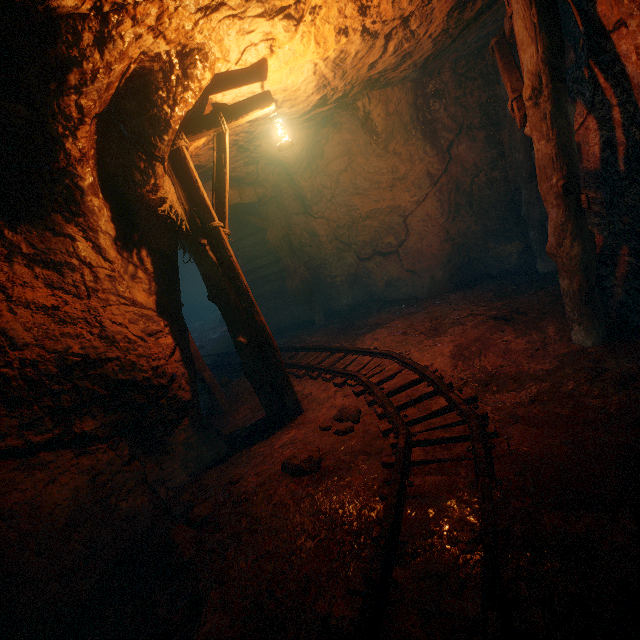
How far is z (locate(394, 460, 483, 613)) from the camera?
2.0 meters

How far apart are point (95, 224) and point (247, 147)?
4.3m

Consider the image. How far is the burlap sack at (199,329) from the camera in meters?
10.9

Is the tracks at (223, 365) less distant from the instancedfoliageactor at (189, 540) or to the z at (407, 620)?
the z at (407, 620)

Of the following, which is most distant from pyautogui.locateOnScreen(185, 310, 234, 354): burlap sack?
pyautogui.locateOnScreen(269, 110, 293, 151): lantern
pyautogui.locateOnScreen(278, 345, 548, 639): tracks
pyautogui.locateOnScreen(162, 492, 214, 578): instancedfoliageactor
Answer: pyautogui.locateOnScreen(269, 110, 293, 151): lantern

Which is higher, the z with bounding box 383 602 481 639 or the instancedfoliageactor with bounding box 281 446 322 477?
the instancedfoliageactor with bounding box 281 446 322 477

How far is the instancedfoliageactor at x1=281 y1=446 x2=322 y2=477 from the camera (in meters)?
3.42

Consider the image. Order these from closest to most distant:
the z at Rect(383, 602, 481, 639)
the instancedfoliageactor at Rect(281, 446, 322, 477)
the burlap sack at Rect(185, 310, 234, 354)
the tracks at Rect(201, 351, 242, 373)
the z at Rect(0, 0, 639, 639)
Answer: the z at Rect(383, 602, 481, 639) < the z at Rect(0, 0, 639, 639) < the instancedfoliageactor at Rect(281, 446, 322, 477) < the tracks at Rect(201, 351, 242, 373) < the burlap sack at Rect(185, 310, 234, 354)
